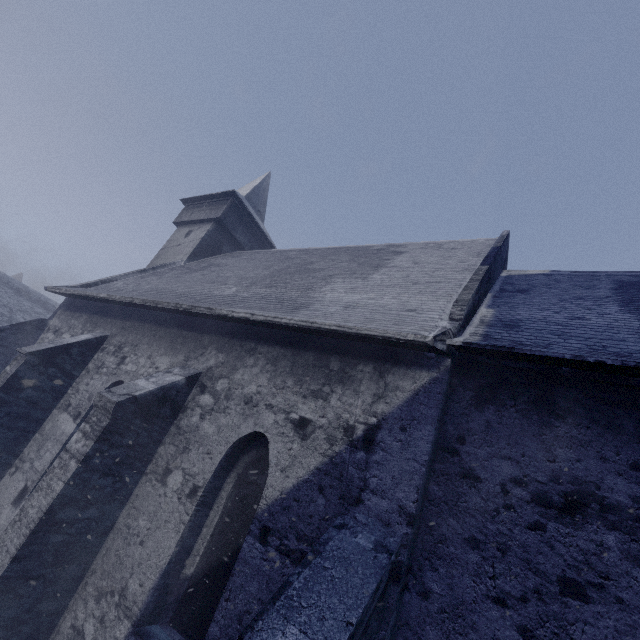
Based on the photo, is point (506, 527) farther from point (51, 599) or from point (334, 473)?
point (51, 599)
